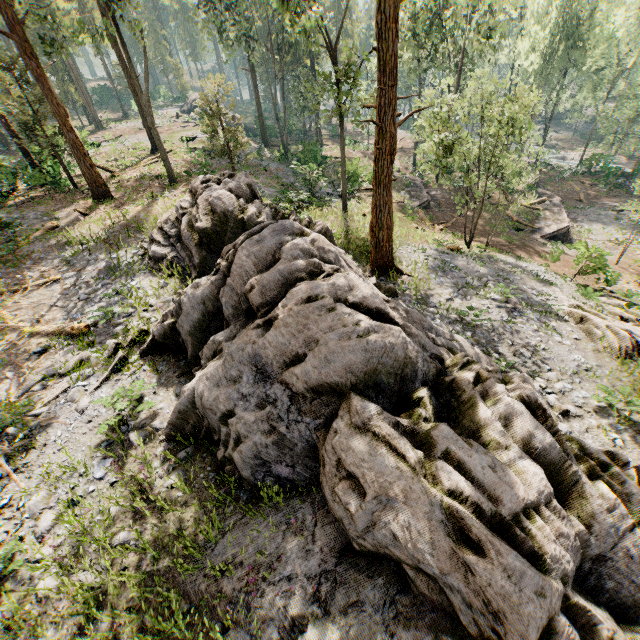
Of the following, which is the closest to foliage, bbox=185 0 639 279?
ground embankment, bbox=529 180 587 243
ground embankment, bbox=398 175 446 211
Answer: ground embankment, bbox=529 180 587 243

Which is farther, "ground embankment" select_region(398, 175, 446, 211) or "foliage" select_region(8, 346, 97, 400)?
"ground embankment" select_region(398, 175, 446, 211)

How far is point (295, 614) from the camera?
4.27m

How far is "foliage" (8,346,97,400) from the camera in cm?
855

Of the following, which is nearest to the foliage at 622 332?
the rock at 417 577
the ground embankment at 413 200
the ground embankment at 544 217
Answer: the rock at 417 577

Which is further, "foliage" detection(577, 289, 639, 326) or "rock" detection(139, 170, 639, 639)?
"foliage" detection(577, 289, 639, 326)

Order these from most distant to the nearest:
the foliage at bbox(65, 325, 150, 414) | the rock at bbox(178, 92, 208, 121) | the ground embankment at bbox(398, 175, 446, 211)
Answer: the rock at bbox(178, 92, 208, 121) < the ground embankment at bbox(398, 175, 446, 211) < the foliage at bbox(65, 325, 150, 414)

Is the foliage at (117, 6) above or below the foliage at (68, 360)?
above
